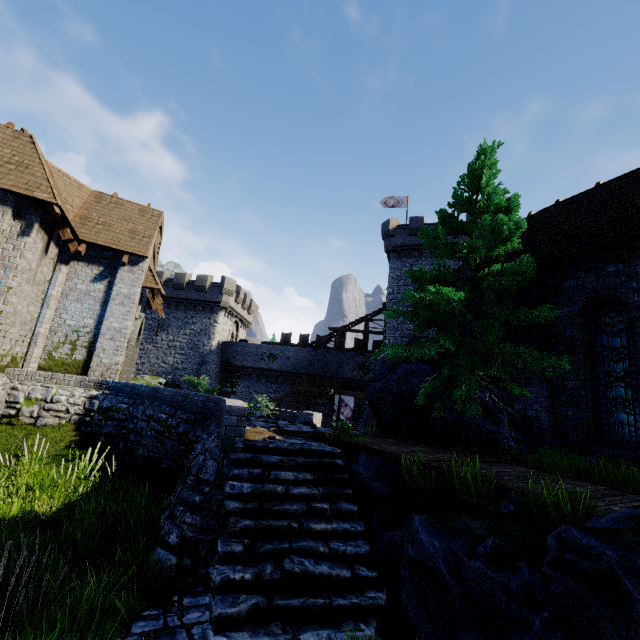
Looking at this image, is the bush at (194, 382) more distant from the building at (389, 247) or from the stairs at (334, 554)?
the building at (389, 247)

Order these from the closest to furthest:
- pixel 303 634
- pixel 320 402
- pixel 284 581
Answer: pixel 303 634 < pixel 284 581 < pixel 320 402

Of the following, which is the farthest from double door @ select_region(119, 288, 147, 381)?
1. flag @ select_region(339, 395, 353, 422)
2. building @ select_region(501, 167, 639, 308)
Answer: flag @ select_region(339, 395, 353, 422)

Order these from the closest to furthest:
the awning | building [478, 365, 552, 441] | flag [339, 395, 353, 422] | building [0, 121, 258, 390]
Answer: building [478, 365, 552, 441] < building [0, 121, 258, 390] < the awning < flag [339, 395, 353, 422]

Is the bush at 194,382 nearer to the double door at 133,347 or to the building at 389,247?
the double door at 133,347

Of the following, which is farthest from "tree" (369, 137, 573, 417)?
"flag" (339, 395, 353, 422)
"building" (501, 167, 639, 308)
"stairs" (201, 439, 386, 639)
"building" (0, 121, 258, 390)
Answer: "flag" (339, 395, 353, 422)

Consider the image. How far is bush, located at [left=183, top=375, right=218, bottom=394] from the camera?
11.1m

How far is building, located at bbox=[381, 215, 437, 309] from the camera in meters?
30.0 m
